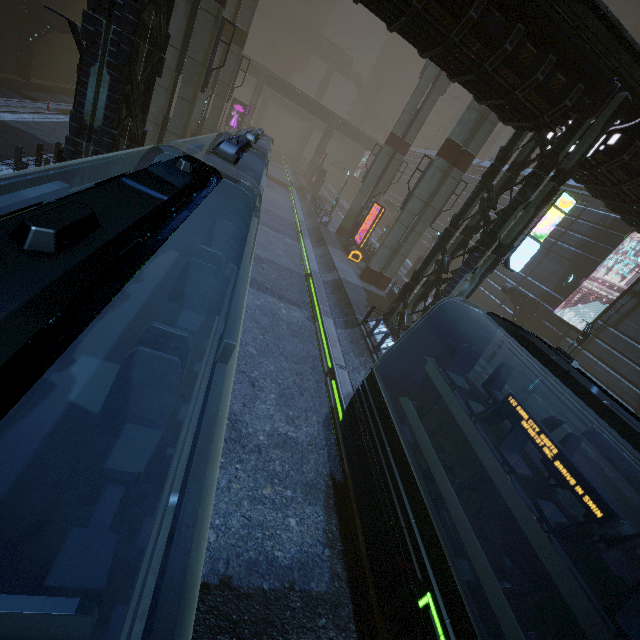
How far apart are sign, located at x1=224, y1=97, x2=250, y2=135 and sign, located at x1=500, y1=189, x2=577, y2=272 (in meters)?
39.77

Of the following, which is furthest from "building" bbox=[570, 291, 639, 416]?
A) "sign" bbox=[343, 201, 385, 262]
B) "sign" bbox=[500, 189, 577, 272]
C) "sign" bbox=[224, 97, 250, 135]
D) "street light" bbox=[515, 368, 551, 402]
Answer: "street light" bbox=[515, 368, 551, 402]

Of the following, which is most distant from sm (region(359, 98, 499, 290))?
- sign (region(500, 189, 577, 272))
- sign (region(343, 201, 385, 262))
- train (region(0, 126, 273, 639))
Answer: sign (region(500, 189, 577, 272))

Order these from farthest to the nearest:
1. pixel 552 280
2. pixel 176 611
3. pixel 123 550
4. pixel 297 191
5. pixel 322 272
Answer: pixel 297 191 → pixel 552 280 → pixel 322 272 → pixel 176 611 → pixel 123 550

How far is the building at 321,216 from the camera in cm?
3275

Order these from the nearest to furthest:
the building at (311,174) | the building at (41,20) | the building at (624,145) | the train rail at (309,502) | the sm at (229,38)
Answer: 1. the train rail at (309,502)
2. the building at (41,20)
3. the building at (624,145)
4. the sm at (229,38)
5. the building at (311,174)

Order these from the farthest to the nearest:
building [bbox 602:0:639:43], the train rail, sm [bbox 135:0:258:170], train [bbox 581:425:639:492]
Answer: building [bbox 602:0:639:43] → sm [bbox 135:0:258:170] → the train rail → train [bbox 581:425:639:492]
